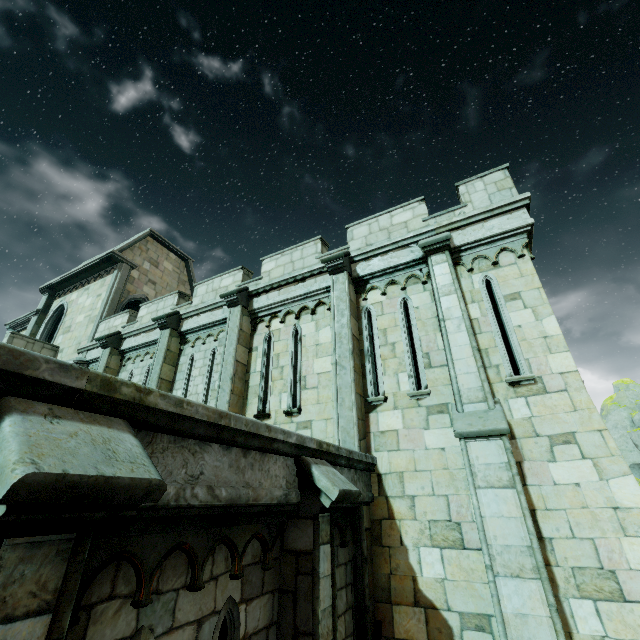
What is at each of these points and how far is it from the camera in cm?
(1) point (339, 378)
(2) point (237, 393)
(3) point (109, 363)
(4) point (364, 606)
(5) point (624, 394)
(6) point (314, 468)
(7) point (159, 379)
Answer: (1) stone column, 738
(2) stone column, 904
(3) stone column, 1259
(4) stone column, 529
(5) rock, 3419
(6) stone column, 413
(7) stone column, 1055

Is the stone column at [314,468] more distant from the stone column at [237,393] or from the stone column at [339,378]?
the stone column at [237,393]

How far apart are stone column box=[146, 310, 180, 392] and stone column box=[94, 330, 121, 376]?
2.7m

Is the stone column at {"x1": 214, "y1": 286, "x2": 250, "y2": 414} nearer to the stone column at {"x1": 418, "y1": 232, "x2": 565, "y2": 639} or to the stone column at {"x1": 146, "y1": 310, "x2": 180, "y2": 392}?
the stone column at {"x1": 146, "y1": 310, "x2": 180, "y2": 392}

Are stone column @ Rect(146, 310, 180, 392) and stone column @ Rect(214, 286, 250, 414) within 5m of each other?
yes

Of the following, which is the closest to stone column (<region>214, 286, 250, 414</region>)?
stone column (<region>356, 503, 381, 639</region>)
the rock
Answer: stone column (<region>356, 503, 381, 639</region>)

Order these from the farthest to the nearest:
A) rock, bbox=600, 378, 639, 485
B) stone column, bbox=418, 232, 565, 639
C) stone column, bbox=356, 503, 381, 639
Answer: rock, bbox=600, 378, 639, 485
stone column, bbox=356, 503, 381, 639
stone column, bbox=418, 232, 565, 639

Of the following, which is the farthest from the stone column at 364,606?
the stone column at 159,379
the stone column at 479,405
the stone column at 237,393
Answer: the stone column at 159,379
